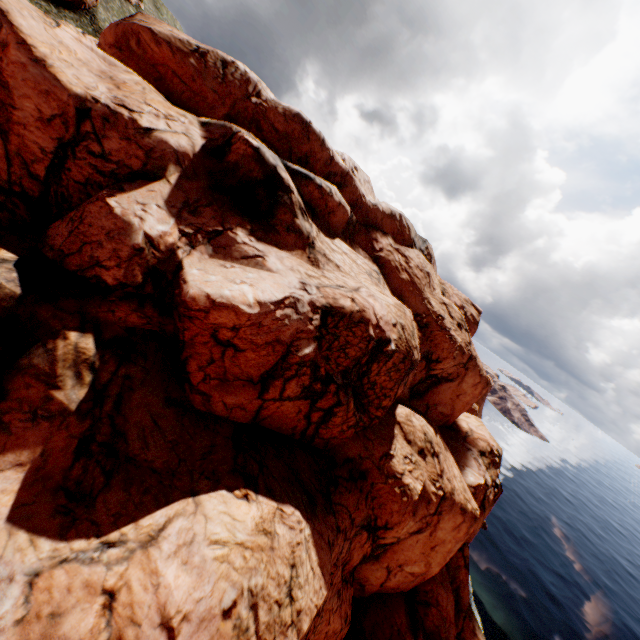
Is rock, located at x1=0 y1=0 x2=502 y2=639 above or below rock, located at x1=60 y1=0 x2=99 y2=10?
below

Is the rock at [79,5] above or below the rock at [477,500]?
above

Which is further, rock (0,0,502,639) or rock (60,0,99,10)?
rock (60,0,99,10)

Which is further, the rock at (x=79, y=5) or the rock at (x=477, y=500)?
the rock at (x=79, y=5)

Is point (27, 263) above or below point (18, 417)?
above
